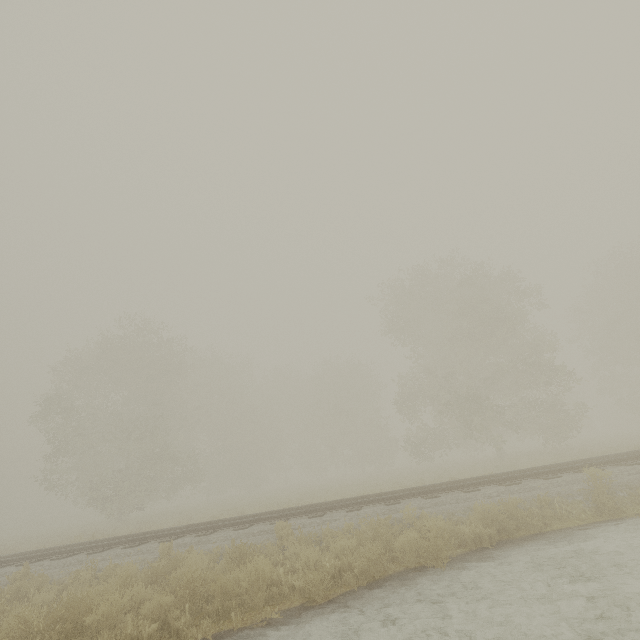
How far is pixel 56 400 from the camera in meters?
24.7 m
